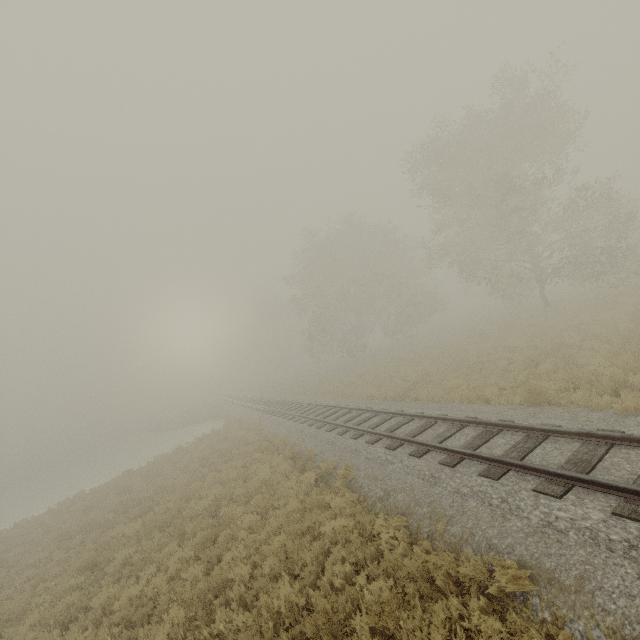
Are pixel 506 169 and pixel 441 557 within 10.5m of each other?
no
